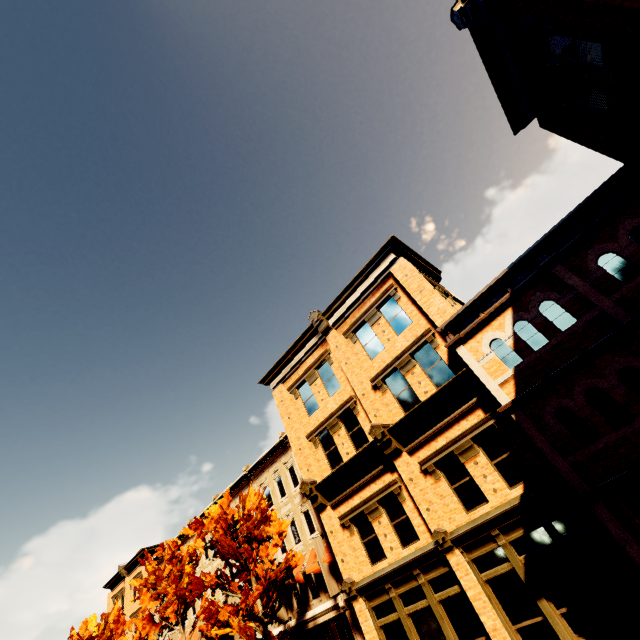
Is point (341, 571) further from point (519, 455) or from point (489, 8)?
point (489, 8)

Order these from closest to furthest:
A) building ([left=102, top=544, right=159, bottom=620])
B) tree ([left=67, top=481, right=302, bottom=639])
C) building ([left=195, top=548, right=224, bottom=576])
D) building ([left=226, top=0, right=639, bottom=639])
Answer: building ([left=226, top=0, right=639, bottom=639])
tree ([left=67, top=481, right=302, bottom=639])
building ([left=195, top=548, right=224, bottom=576])
building ([left=102, top=544, right=159, bottom=620])

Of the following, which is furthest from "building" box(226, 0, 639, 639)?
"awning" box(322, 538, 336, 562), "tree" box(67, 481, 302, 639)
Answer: "tree" box(67, 481, 302, 639)

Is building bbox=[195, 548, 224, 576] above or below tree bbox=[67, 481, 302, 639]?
above

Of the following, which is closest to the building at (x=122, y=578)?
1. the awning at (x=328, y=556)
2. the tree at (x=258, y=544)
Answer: the awning at (x=328, y=556)

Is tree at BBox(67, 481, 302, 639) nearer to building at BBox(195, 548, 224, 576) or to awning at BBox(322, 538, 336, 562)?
building at BBox(195, 548, 224, 576)

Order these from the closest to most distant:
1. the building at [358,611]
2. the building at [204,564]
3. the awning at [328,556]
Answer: the building at [358,611] → the awning at [328,556] → the building at [204,564]

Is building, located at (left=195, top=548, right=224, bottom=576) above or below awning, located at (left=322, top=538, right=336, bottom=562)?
above
